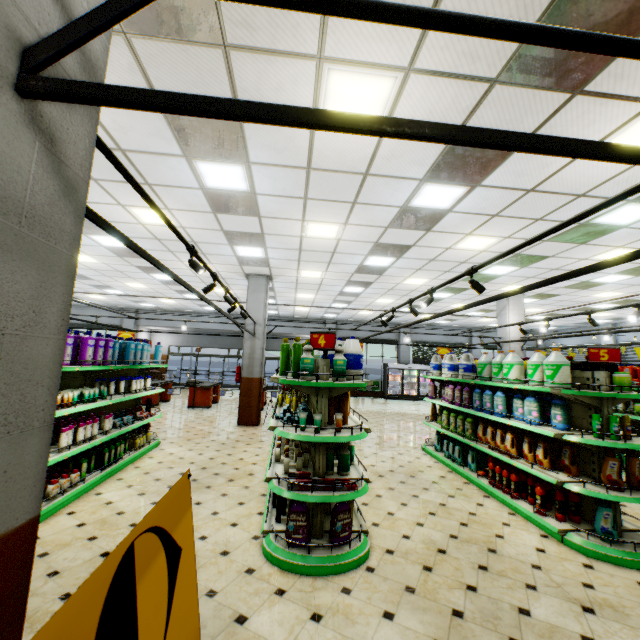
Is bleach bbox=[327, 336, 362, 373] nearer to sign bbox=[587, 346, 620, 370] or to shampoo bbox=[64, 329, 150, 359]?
sign bbox=[587, 346, 620, 370]

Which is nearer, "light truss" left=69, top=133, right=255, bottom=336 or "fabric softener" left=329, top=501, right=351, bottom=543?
"light truss" left=69, top=133, right=255, bottom=336

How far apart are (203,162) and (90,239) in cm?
541

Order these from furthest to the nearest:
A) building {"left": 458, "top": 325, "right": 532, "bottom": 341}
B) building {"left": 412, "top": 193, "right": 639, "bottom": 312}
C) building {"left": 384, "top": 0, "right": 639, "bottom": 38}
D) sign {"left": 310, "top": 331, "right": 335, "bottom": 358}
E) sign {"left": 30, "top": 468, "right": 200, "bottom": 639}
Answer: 1. building {"left": 458, "top": 325, "right": 532, "bottom": 341}
2. building {"left": 412, "top": 193, "right": 639, "bottom": 312}
3. sign {"left": 310, "top": 331, "right": 335, "bottom": 358}
4. building {"left": 384, "top": 0, "right": 639, "bottom": 38}
5. sign {"left": 30, "top": 468, "right": 200, "bottom": 639}

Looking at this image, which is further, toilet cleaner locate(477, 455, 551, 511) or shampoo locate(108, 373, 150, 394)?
shampoo locate(108, 373, 150, 394)

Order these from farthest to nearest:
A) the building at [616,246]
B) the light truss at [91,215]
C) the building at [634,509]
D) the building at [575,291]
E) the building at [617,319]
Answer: the building at [617,319], the building at [575,291], the building at [616,246], the building at [634,509], the light truss at [91,215]

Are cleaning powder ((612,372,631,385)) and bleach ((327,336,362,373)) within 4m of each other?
yes

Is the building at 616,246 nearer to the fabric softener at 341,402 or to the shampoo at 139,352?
the fabric softener at 341,402
